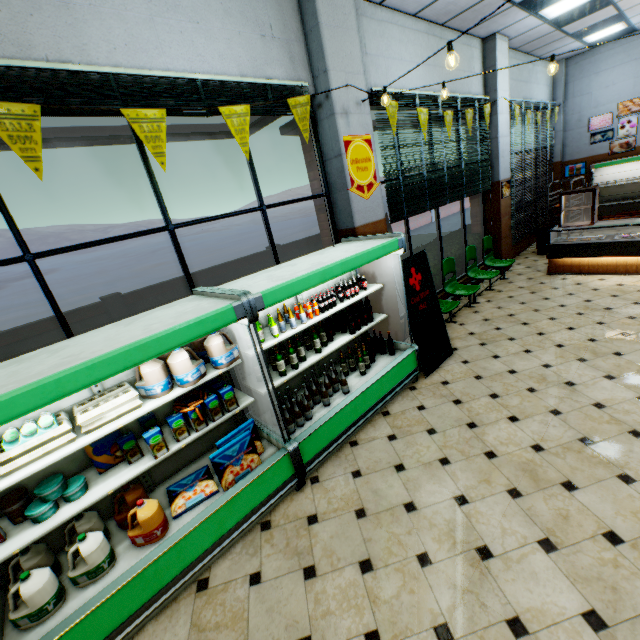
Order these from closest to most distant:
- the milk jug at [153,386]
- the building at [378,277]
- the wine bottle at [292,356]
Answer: the milk jug at [153,386], the wine bottle at [292,356], the building at [378,277]

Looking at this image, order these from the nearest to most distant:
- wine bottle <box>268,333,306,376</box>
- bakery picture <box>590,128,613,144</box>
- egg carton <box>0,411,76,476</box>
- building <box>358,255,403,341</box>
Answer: egg carton <box>0,411,76,476</box>
wine bottle <box>268,333,306,376</box>
building <box>358,255,403,341</box>
bakery picture <box>590,128,613,144</box>

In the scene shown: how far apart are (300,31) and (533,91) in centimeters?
847cm

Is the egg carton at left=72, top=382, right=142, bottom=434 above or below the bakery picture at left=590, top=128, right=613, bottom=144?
below

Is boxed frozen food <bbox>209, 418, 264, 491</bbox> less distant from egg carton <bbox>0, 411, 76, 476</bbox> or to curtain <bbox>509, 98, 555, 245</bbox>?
egg carton <bbox>0, 411, 76, 476</bbox>

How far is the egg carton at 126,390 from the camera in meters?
2.3 m

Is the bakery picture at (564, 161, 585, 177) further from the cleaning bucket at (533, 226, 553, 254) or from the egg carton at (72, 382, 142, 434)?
the egg carton at (72, 382, 142, 434)

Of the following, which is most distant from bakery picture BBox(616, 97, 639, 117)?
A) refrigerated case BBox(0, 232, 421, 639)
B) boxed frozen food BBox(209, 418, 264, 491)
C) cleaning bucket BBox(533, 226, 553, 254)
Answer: boxed frozen food BBox(209, 418, 264, 491)
